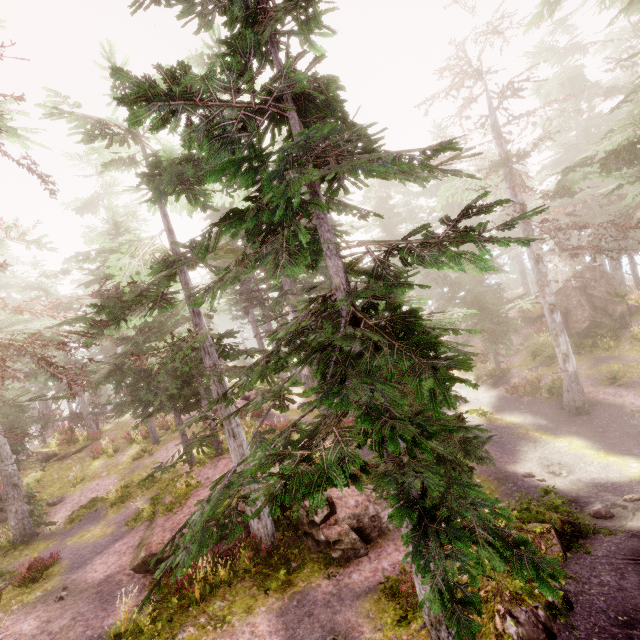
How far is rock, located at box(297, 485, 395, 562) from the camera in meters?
10.6

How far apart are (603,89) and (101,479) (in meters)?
37.85

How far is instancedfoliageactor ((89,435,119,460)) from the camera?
23.2 meters

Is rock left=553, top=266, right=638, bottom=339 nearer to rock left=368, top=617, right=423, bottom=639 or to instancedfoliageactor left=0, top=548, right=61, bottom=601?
instancedfoliageactor left=0, top=548, right=61, bottom=601

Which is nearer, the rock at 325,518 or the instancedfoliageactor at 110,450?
the rock at 325,518

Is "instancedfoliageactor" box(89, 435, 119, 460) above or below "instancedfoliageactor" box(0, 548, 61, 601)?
above

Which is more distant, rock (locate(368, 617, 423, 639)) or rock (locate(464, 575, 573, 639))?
rock (locate(368, 617, 423, 639))

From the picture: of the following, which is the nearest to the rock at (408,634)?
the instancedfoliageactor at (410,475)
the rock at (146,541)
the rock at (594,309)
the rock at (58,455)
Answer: the instancedfoliageactor at (410,475)
